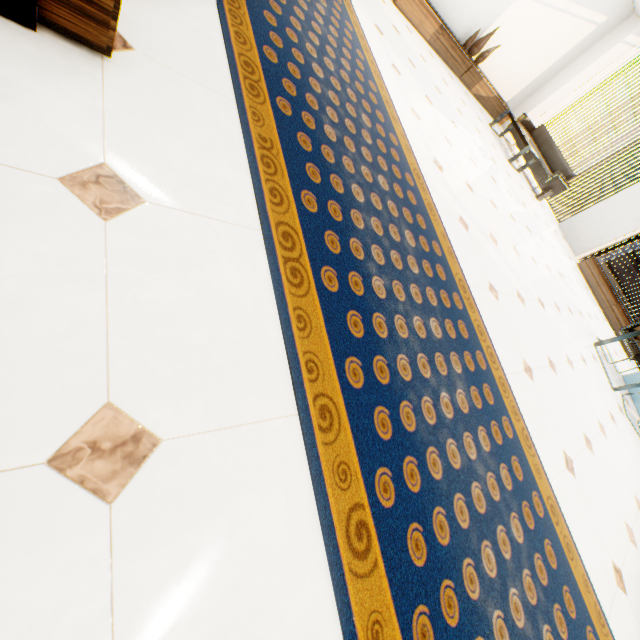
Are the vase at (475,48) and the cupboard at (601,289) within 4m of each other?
no

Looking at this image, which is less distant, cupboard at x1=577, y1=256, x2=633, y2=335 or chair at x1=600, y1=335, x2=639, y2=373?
chair at x1=600, y1=335, x2=639, y2=373

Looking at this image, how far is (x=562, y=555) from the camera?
1.9 meters

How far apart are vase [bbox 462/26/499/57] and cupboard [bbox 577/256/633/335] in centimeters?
540cm

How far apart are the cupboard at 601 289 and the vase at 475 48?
5.40m

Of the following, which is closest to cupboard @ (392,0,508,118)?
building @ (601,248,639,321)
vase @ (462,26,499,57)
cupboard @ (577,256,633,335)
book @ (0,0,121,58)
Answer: vase @ (462,26,499,57)

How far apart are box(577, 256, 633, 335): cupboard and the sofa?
1.8m

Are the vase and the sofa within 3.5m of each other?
yes
